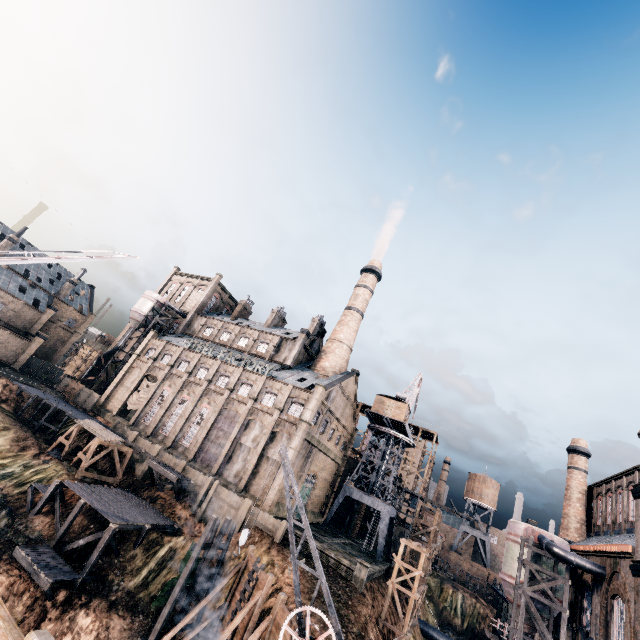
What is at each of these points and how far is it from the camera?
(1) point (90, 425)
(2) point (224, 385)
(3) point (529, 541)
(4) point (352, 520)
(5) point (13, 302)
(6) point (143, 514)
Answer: (1) wood pile, 39.2 meters
(2) building, 48.3 meters
(3) silo, 26.9 meters
(4) building, 55.5 meters
(5) building, 57.9 meters
(6) wooden scaffolding, 31.4 meters

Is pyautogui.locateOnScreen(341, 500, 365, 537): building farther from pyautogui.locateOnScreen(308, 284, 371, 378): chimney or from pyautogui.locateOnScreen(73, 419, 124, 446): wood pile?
pyautogui.locateOnScreen(73, 419, 124, 446): wood pile

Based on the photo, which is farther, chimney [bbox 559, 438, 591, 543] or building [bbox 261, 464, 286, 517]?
chimney [bbox 559, 438, 591, 543]

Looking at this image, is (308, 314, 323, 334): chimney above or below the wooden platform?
above

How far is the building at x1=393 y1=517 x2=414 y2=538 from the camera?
56.01m

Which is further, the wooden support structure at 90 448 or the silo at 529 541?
the wooden support structure at 90 448

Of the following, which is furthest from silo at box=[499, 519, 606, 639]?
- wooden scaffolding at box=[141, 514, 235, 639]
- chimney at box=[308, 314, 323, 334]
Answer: chimney at box=[308, 314, 323, 334]

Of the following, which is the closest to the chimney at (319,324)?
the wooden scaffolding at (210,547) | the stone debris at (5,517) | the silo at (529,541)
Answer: the wooden scaffolding at (210,547)
